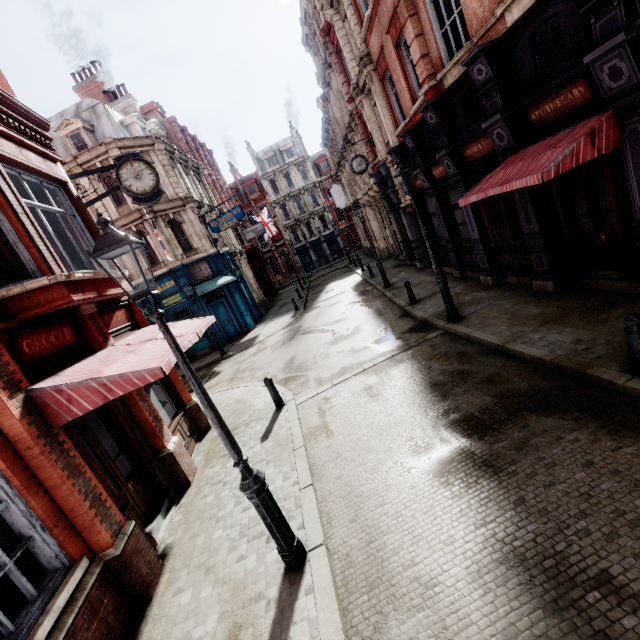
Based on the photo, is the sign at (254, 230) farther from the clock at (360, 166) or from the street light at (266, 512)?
the street light at (266, 512)

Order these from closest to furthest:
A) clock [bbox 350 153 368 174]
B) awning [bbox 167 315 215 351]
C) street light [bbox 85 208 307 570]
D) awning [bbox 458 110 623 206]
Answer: street light [bbox 85 208 307 570] < awning [bbox 458 110 623 206] < awning [bbox 167 315 215 351] < clock [bbox 350 153 368 174]

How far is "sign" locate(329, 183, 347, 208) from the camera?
31.9m

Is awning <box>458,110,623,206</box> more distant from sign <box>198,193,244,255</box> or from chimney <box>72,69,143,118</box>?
chimney <box>72,69,143,118</box>

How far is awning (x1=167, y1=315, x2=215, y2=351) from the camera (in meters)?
6.37

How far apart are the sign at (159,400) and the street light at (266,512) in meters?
4.9

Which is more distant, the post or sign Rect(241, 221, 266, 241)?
sign Rect(241, 221, 266, 241)

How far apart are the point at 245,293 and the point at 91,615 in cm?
2240
